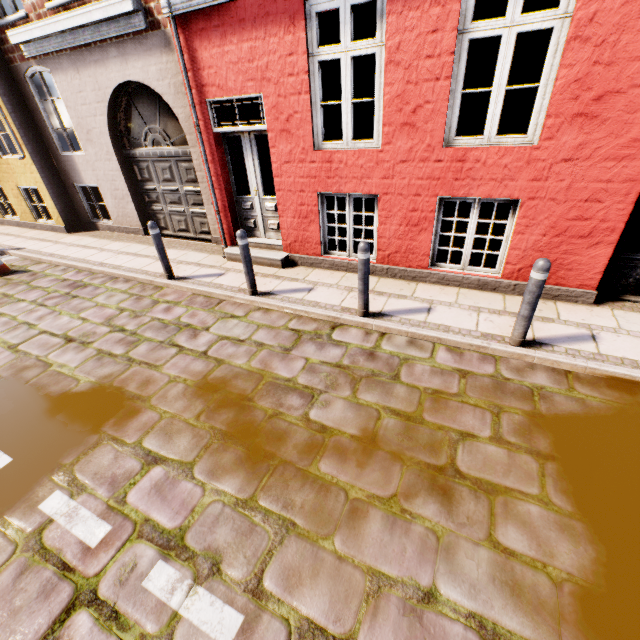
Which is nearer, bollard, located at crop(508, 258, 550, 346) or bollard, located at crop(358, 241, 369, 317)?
bollard, located at crop(508, 258, 550, 346)

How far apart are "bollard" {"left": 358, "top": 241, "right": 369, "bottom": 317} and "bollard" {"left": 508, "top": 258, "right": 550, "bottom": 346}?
1.85m

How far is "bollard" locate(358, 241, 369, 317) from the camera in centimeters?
417cm

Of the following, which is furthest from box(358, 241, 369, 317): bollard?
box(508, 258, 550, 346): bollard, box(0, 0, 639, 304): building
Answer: box(508, 258, 550, 346): bollard

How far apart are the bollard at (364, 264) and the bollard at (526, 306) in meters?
1.8

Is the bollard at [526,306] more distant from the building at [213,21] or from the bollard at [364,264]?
the bollard at [364,264]

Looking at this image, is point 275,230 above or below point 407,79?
below
